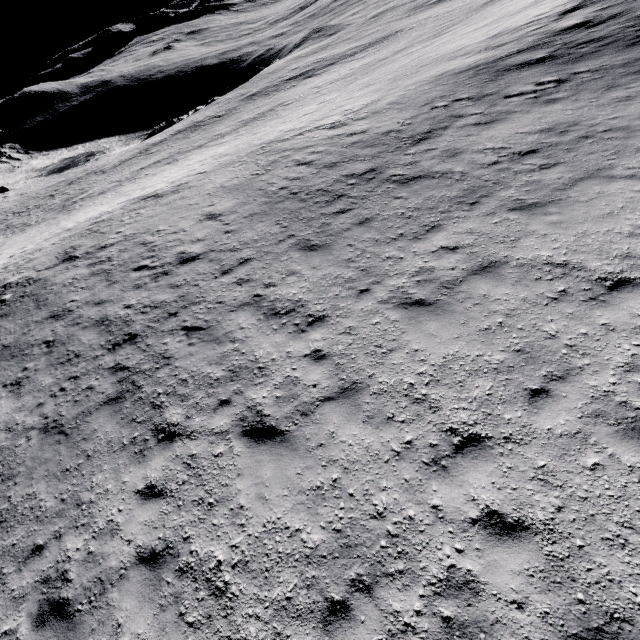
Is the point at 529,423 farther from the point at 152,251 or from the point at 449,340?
the point at 152,251
